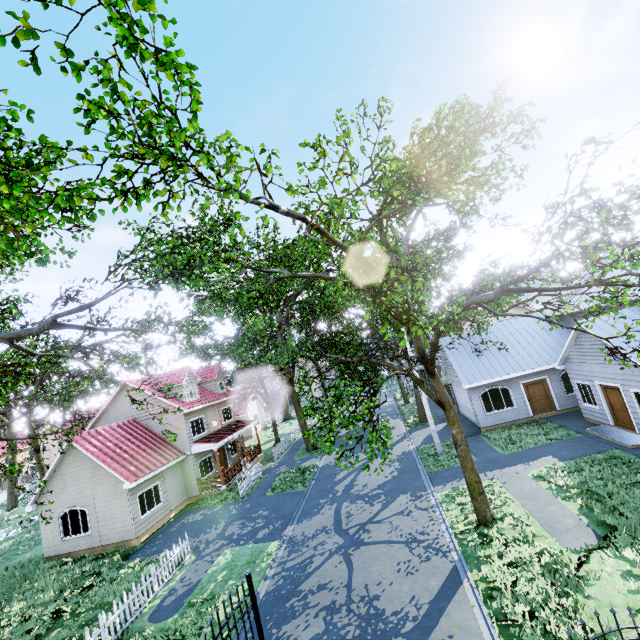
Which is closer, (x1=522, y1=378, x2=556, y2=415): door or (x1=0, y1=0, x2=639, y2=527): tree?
(x1=0, y1=0, x2=639, y2=527): tree

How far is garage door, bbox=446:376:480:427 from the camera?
21.39m

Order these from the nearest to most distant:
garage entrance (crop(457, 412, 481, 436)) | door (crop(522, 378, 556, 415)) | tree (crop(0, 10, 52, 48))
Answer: tree (crop(0, 10, 52, 48)) → door (crop(522, 378, 556, 415)) → garage entrance (crop(457, 412, 481, 436))

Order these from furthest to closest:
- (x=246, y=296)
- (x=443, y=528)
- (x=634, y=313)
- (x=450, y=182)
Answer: (x=634, y=313) < (x=443, y=528) < (x=246, y=296) < (x=450, y=182)

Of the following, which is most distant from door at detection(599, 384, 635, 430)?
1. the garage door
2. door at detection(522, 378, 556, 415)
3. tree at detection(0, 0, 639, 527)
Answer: the garage door

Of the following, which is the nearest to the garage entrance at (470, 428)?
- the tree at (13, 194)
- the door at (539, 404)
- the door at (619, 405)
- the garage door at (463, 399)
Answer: the garage door at (463, 399)

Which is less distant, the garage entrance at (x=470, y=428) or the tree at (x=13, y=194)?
the tree at (x=13, y=194)

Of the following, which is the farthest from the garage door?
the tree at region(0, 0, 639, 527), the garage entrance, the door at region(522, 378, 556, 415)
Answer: the door at region(522, 378, 556, 415)
